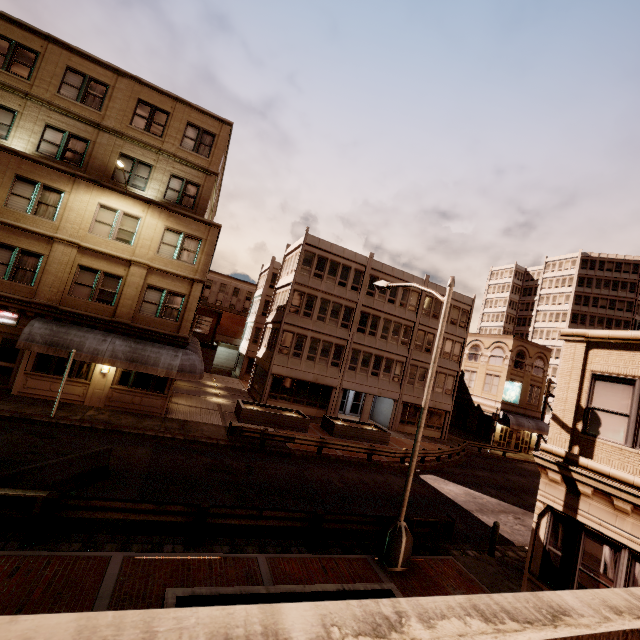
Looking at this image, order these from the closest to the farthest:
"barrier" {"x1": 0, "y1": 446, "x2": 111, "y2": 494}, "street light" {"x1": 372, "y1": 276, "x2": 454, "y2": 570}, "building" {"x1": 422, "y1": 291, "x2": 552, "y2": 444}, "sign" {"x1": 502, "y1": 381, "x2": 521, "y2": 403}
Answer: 1. "barrier" {"x1": 0, "y1": 446, "x2": 111, "y2": 494}
2. "street light" {"x1": 372, "y1": 276, "x2": 454, "y2": 570}
3. "building" {"x1": 422, "y1": 291, "x2": 552, "y2": 444}
4. "sign" {"x1": 502, "y1": 381, "x2": 521, "y2": 403}

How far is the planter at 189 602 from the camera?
5.8m

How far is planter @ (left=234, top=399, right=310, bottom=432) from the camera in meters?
21.4 m

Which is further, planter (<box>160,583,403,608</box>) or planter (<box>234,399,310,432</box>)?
planter (<box>234,399,310,432</box>)

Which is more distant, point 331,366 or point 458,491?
point 331,366

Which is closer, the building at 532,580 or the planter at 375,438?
the building at 532,580

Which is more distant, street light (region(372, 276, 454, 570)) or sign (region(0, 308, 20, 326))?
sign (region(0, 308, 20, 326))

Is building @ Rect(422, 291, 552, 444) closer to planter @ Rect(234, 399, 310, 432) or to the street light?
planter @ Rect(234, 399, 310, 432)
